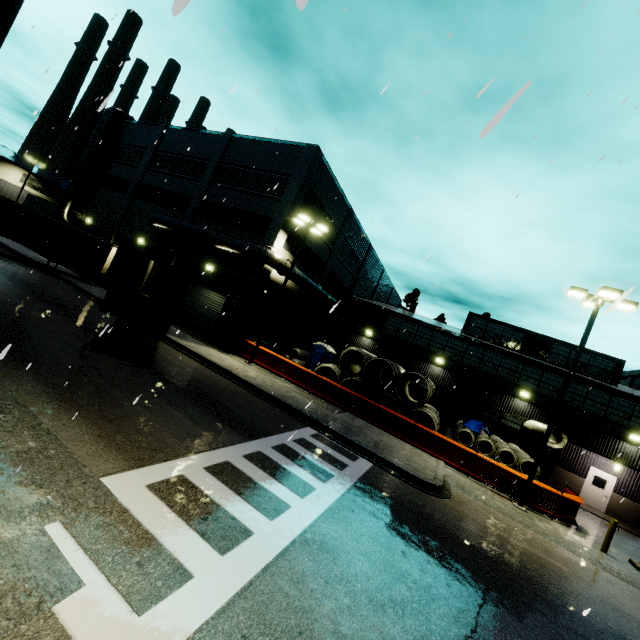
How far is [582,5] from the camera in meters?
6.5 m

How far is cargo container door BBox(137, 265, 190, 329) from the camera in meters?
11.0 m

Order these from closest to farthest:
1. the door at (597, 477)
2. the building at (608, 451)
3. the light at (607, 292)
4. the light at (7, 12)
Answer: the light at (7, 12) → the light at (607, 292) → the building at (608, 451) → the door at (597, 477)

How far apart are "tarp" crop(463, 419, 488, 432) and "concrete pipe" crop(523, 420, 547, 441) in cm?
78

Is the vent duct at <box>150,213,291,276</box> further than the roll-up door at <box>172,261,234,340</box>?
No

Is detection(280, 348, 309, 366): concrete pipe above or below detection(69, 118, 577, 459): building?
below

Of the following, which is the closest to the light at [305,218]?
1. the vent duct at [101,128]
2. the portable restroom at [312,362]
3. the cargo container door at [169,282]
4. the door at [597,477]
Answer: the vent duct at [101,128]

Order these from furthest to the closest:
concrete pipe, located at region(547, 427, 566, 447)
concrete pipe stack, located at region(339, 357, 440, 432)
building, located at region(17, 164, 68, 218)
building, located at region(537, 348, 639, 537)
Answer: building, located at region(17, 164, 68, 218) < building, located at region(537, 348, 639, 537) < concrete pipe stack, located at region(339, 357, 440, 432) < concrete pipe, located at region(547, 427, 566, 447)
